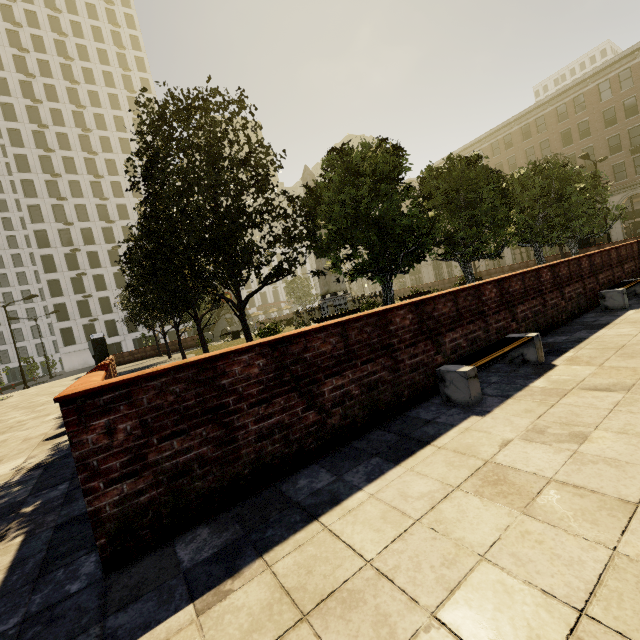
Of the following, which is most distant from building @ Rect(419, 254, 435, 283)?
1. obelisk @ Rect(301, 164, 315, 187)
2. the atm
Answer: obelisk @ Rect(301, 164, 315, 187)

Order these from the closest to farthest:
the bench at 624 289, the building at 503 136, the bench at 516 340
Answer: the bench at 516 340
the bench at 624 289
the building at 503 136

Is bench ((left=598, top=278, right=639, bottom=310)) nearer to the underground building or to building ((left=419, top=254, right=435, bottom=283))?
building ((left=419, top=254, right=435, bottom=283))

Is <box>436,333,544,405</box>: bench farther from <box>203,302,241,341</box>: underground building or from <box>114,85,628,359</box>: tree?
<box>203,302,241,341</box>: underground building

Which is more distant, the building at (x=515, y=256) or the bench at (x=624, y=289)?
the building at (x=515, y=256)

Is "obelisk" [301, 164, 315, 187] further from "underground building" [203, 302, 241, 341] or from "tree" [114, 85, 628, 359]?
"underground building" [203, 302, 241, 341]

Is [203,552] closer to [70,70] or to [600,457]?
[600,457]

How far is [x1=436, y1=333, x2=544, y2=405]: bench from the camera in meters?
3.5
